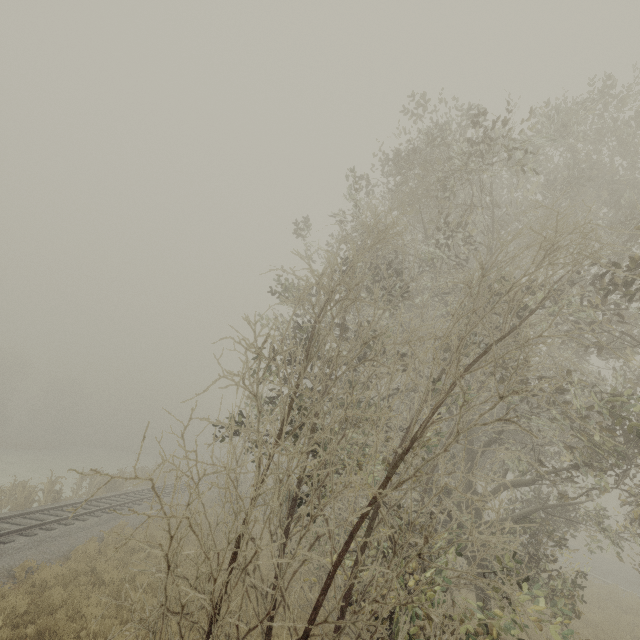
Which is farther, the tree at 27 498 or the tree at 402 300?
the tree at 27 498

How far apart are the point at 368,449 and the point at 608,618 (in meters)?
15.26

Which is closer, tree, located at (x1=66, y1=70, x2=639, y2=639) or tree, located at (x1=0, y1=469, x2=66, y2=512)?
tree, located at (x1=66, y1=70, x2=639, y2=639)

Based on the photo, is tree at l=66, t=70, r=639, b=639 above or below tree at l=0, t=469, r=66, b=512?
above

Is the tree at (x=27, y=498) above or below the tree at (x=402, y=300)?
below
